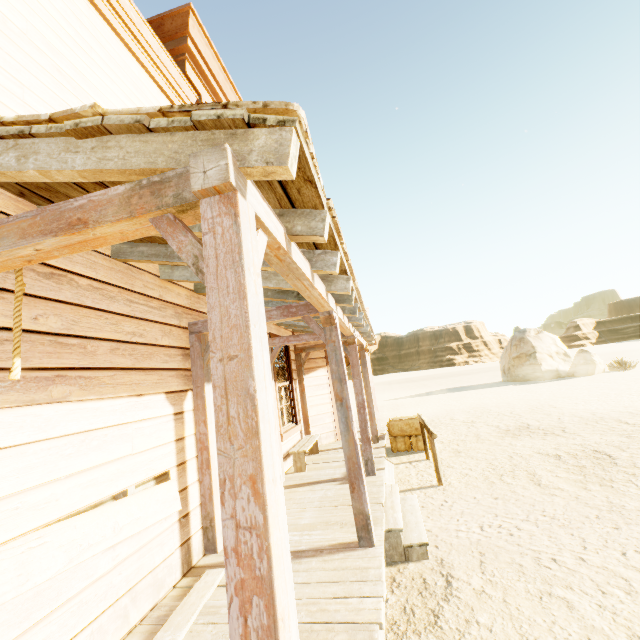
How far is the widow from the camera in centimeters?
705cm

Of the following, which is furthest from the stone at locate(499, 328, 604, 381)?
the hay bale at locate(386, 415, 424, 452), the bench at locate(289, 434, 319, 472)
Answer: the bench at locate(289, 434, 319, 472)

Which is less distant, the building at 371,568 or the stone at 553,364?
the building at 371,568

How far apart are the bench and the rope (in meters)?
5.65

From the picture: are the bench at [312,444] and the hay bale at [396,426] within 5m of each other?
yes

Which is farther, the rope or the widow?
the widow

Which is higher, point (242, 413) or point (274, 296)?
point (274, 296)

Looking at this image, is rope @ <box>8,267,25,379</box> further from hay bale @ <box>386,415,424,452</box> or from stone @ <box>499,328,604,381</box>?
stone @ <box>499,328,604,381</box>
